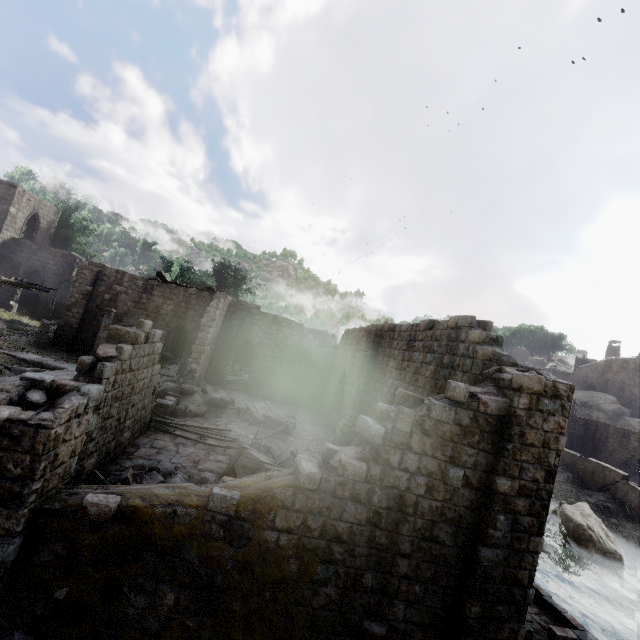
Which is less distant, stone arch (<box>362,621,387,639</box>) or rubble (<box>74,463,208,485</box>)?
stone arch (<box>362,621,387,639</box>)

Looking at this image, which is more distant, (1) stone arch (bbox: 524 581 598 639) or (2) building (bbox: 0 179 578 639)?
(1) stone arch (bbox: 524 581 598 639)

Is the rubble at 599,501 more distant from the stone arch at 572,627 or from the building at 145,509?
the stone arch at 572,627

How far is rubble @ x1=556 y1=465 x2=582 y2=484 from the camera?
33.0 meters

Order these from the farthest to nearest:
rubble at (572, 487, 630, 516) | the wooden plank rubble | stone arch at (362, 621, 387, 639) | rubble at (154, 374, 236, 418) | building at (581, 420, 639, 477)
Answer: building at (581, 420, 639, 477) → rubble at (572, 487, 630, 516) → the wooden plank rubble → rubble at (154, 374, 236, 418) → stone arch at (362, 621, 387, 639)

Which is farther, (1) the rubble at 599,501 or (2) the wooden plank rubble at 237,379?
(1) the rubble at 599,501

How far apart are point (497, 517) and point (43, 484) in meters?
8.6

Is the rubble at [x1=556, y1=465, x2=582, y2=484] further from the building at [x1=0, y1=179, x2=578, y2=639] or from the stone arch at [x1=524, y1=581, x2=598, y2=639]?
the stone arch at [x1=524, y1=581, x2=598, y2=639]
